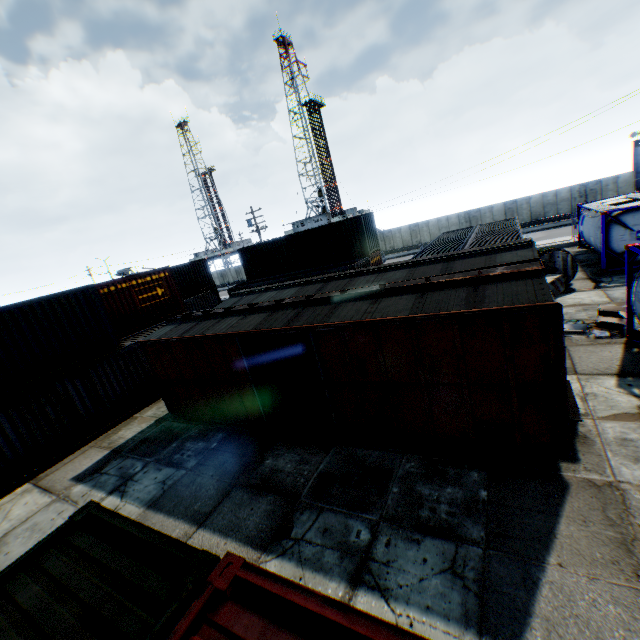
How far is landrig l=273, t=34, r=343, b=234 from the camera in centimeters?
5147cm

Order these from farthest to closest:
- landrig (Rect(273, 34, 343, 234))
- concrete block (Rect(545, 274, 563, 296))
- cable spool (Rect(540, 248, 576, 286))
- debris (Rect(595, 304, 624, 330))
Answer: landrig (Rect(273, 34, 343, 234)) < cable spool (Rect(540, 248, 576, 286)) < concrete block (Rect(545, 274, 563, 296)) < debris (Rect(595, 304, 624, 330))

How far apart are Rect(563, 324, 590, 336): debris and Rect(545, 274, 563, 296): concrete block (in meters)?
3.57

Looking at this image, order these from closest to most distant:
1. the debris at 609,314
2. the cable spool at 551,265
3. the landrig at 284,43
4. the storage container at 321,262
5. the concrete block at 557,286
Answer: the debris at 609,314, the concrete block at 557,286, the cable spool at 551,265, the storage container at 321,262, the landrig at 284,43

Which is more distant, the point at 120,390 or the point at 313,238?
the point at 313,238

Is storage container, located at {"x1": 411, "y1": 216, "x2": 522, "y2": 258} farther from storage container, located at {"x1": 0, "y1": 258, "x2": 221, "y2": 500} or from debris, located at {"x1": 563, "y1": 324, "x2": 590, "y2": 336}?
storage container, located at {"x1": 0, "y1": 258, "x2": 221, "y2": 500}

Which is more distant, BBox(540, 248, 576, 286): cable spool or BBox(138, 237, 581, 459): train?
BBox(540, 248, 576, 286): cable spool

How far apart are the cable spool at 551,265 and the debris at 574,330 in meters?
5.6 m
